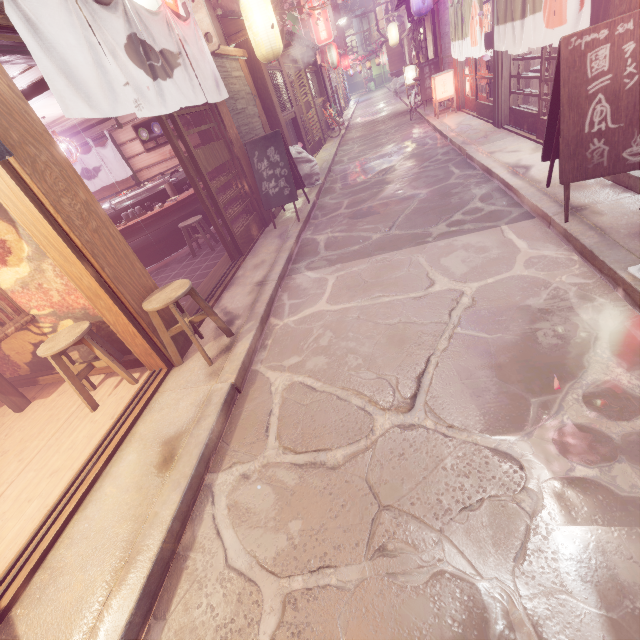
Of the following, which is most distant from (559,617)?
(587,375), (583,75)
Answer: (583,75)

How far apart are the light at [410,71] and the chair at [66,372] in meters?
36.4

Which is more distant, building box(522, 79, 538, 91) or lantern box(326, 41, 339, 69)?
lantern box(326, 41, 339, 69)

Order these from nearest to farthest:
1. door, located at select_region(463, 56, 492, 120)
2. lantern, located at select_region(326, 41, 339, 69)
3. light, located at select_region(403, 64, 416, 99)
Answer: Answer: door, located at select_region(463, 56, 492, 120), light, located at select_region(403, 64, 416, 99), lantern, located at select_region(326, 41, 339, 69)

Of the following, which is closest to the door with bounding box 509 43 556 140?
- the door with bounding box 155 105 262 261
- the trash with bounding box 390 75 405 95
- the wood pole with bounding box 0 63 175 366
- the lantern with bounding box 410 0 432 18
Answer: the lantern with bounding box 410 0 432 18

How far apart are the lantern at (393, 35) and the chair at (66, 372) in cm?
4498

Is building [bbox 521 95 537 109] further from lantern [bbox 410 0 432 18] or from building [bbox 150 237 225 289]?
building [bbox 150 237 225 289]

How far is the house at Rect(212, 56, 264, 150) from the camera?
10.61m
